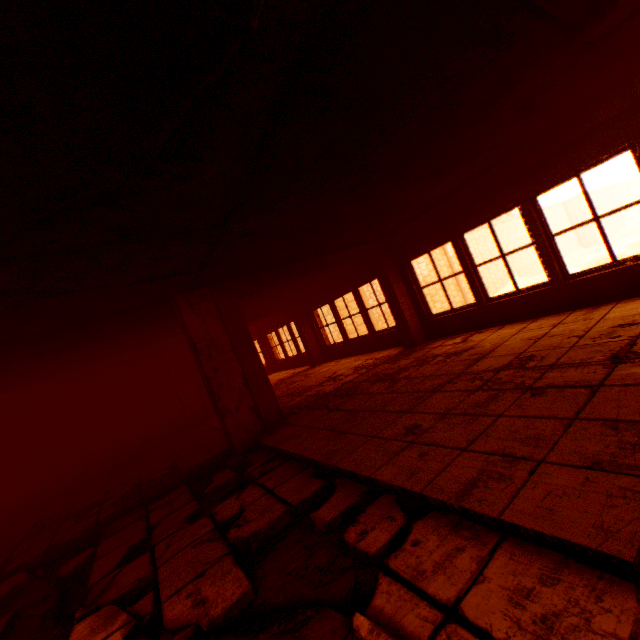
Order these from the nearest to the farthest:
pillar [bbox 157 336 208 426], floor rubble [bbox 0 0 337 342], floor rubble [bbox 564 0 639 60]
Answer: floor rubble [bbox 0 0 337 342], floor rubble [bbox 564 0 639 60], pillar [bbox 157 336 208 426]

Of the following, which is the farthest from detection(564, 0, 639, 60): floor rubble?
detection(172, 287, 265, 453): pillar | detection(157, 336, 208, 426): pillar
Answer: detection(157, 336, 208, 426): pillar

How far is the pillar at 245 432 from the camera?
5.2 meters

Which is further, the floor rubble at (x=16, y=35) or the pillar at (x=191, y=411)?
the pillar at (x=191, y=411)

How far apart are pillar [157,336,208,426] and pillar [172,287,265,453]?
4.6m

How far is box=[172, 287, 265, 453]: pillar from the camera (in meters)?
5.19

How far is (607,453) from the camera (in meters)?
1.83

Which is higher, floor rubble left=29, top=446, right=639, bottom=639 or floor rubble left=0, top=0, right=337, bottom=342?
floor rubble left=0, top=0, right=337, bottom=342
